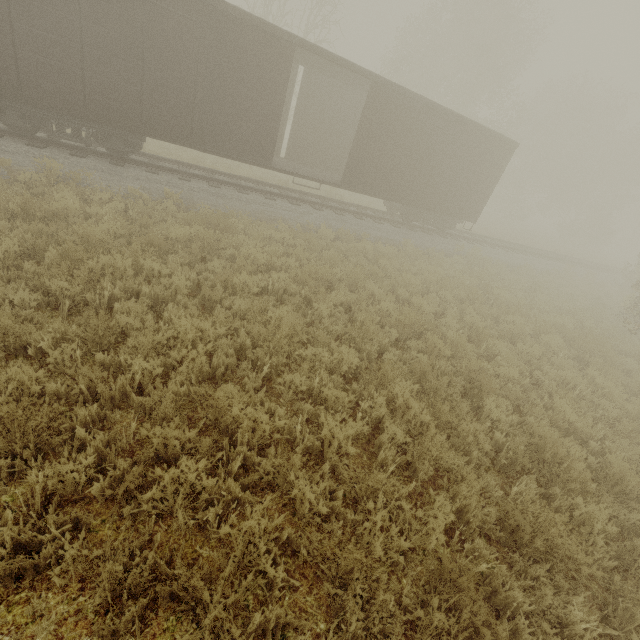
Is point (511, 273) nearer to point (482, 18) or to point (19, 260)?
point (19, 260)
